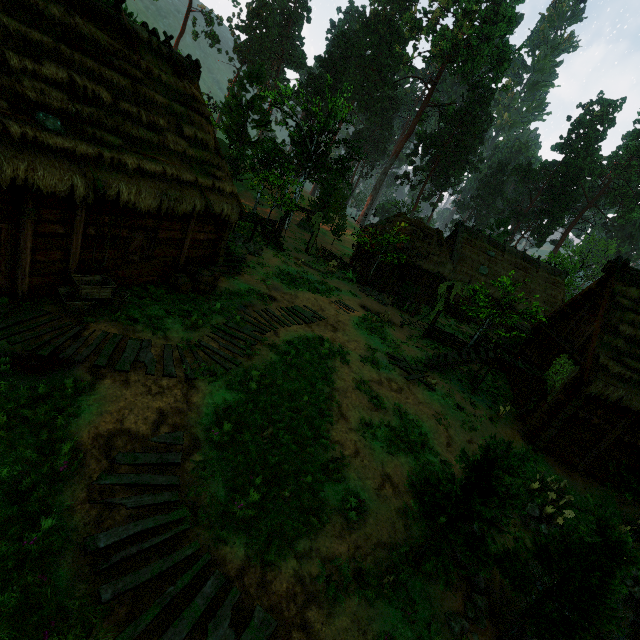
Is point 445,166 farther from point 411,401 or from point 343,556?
point 343,556

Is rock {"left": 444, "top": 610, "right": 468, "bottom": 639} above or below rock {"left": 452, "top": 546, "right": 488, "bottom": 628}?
above

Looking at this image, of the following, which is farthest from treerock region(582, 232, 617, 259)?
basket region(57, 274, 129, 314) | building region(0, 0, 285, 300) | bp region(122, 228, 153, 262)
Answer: bp region(122, 228, 153, 262)

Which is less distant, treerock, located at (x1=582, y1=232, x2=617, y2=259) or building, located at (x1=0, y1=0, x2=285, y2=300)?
building, located at (x1=0, y1=0, x2=285, y2=300)

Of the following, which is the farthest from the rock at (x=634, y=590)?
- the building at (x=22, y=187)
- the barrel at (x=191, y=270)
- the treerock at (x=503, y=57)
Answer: the barrel at (x=191, y=270)

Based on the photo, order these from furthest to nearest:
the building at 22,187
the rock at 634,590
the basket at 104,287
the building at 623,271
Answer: the building at 623,271 < the rock at 634,590 < the basket at 104,287 < the building at 22,187

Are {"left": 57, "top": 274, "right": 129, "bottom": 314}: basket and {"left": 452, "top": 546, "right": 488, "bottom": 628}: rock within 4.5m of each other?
no

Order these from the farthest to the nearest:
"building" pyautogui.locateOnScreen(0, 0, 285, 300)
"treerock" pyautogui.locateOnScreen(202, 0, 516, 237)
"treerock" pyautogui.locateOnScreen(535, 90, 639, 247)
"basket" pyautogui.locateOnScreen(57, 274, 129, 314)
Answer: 1. "treerock" pyautogui.locateOnScreen(535, 90, 639, 247)
2. "treerock" pyautogui.locateOnScreen(202, 0, 516, 237)
3. "basket" pyautogui.locateOnScreen(57, 274, 129, 314)
4. "building" pyautogui.locateOnScreen(0, 0, 285, 300)
